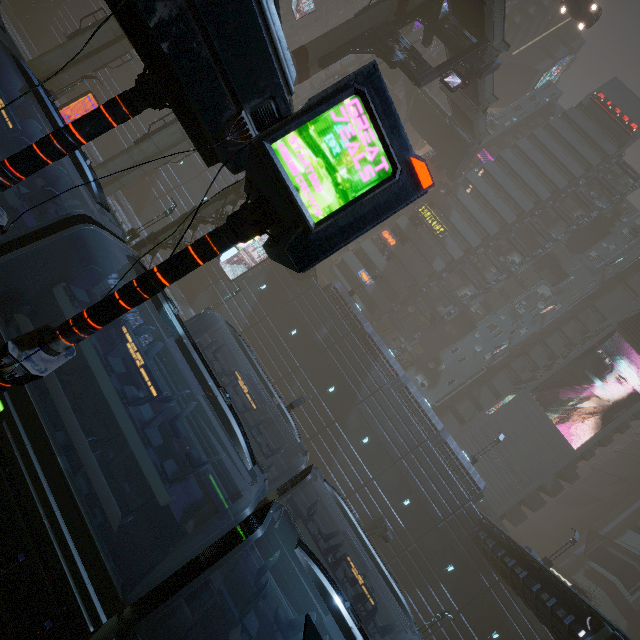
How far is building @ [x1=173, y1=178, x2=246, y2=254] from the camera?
19.42m

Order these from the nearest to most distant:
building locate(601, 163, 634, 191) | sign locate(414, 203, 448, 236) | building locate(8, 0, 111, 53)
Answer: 1. building locate(8, 0, 111, 53)
2. sign locate(414, 203, 448, 236)
3. building locate(601, 163, 634, 191)

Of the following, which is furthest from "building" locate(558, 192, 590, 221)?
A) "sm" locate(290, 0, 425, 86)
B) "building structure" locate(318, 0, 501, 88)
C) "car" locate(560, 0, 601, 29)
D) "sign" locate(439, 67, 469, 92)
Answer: "sign" locate(439, 67, 469, 92)

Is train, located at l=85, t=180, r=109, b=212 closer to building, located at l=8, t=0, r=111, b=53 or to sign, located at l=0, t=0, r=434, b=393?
building, located at l=8, t=0, r=111, b=53

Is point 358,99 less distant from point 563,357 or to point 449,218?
point 449,218

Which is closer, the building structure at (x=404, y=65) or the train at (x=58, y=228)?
the train at (x=58, y=228)

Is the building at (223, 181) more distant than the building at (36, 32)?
No

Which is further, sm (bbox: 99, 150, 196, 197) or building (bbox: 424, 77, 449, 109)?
building (bbox: 424, 77, 449, 109)
